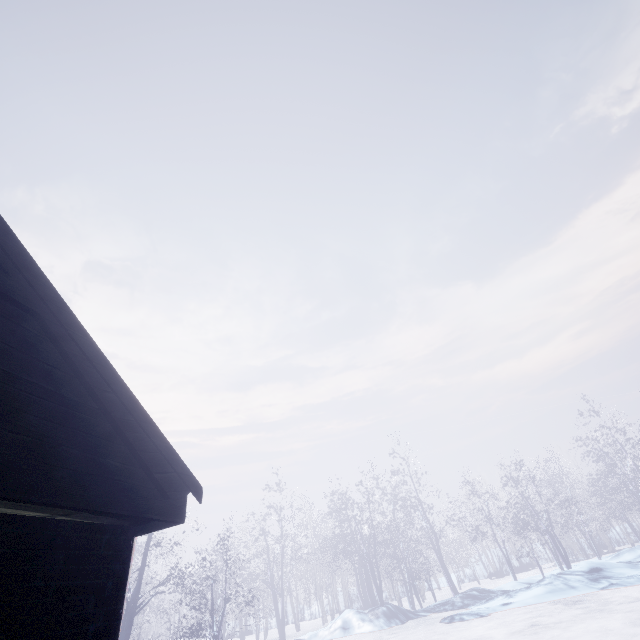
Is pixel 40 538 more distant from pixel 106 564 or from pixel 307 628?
pixel 307 628
